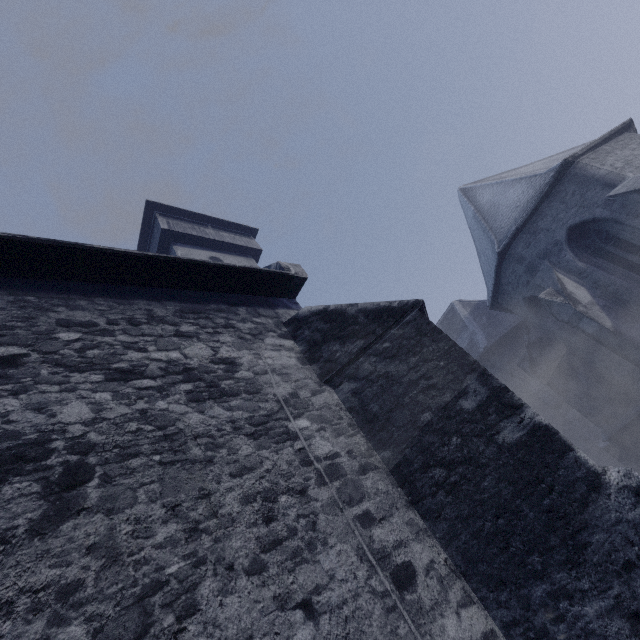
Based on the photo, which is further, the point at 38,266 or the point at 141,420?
the point at 38,266
